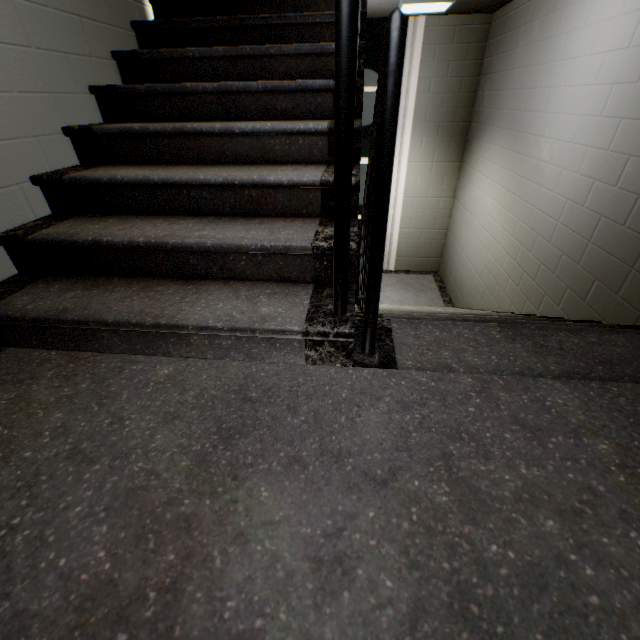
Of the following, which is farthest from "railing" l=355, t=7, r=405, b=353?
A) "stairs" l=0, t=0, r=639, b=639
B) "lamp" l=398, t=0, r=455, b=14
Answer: "lamp" l=398, t=0, r=455, b=14

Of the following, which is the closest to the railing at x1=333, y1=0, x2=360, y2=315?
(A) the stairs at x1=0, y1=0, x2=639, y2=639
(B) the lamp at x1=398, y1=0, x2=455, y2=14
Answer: (A) the stairs at x1=0, y1=0, x2=639, y2=639

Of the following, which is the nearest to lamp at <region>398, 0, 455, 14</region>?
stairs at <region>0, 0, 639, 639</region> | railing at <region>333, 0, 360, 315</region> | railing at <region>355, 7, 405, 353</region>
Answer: stairs at <region>0, 0, 639, 639</region>

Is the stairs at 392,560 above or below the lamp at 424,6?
below

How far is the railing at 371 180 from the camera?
0.7m

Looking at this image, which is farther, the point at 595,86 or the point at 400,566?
the point at 595,86

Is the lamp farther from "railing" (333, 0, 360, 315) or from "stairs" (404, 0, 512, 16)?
"railing" (333, 0, 360, 315)

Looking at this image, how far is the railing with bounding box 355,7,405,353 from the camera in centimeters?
71cm
